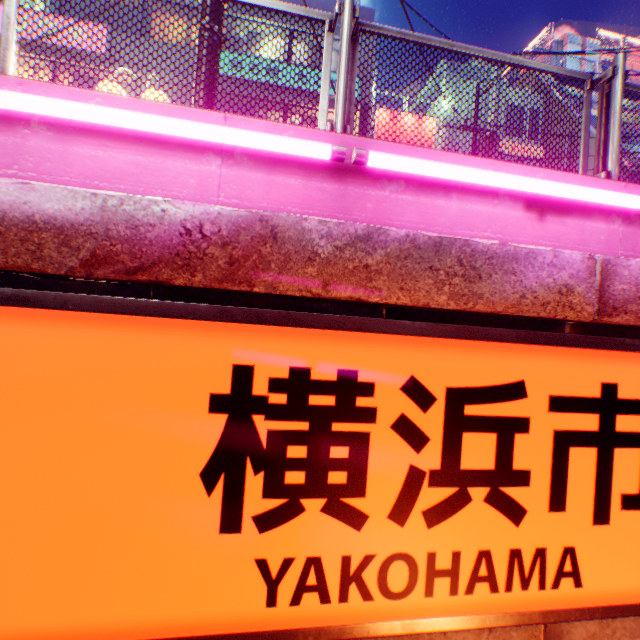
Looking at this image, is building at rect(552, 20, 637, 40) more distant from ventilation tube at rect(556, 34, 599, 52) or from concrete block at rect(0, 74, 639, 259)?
concrete block at rect(0, 74, 639, 259)

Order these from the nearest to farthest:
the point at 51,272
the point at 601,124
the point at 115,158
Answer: the point at 51,272 < the point at 115,158 < the point at 601,124

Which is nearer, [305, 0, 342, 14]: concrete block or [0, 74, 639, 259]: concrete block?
[0, 74, 639, 259]: concrete block

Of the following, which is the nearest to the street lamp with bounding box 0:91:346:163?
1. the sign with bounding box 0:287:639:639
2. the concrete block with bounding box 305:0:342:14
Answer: the sign with bounding box 0:287:639:639

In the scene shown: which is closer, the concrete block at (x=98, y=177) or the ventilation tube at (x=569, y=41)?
the concrete block at (x=98, y=177)

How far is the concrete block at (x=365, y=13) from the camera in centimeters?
1309cm

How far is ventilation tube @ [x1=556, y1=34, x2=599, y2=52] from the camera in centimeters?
2109cm

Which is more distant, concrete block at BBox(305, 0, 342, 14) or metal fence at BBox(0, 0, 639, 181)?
concrete block at BBox(305, 0, 342, 14)
